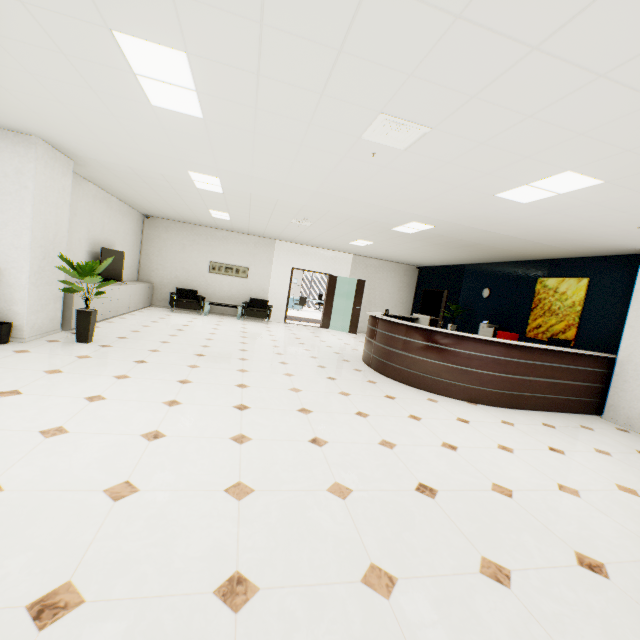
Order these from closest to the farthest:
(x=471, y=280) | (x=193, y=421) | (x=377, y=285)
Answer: (x=193, y=421) < (x=471, y=280) < (x=377, y=285)

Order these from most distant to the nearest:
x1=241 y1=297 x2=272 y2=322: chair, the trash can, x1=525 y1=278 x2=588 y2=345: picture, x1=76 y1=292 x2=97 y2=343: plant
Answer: x1=241 y1=297 x2=272 y2=322: chair → x1=525 y1=278 x2=588 y2=345: picture → x1=76 y1=292 x2=97 y2=343: plant → the trash can

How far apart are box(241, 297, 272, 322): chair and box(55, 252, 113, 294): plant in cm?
543

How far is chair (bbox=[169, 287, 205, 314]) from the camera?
10.2 meters

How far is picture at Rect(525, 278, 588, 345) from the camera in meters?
6.7 m

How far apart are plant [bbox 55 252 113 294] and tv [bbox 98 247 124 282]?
2.0m

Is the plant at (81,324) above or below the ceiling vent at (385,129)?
below

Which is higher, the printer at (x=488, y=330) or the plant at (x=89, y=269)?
the plant at (x=89, y=269)
